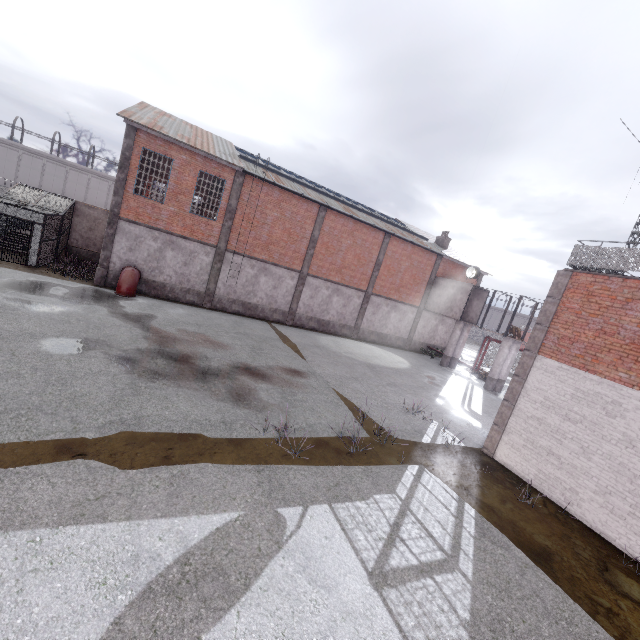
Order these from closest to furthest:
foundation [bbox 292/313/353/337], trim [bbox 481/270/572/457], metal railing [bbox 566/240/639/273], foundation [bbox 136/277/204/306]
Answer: metal railing [bbox 566/240/639/273] < trim [bbox 481/270/572/457] < foundation [bbox 136/277/204/306] < foundation [bbox 292/313/353/337]

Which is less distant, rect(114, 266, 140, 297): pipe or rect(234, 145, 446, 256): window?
rect(114, 266, 140, 297): pipe

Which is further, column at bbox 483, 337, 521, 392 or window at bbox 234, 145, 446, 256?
column at bbox 483, 337, 521, 392

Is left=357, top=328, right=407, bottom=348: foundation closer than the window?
No

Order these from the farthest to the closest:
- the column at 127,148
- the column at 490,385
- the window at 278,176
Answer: the column at 490,385 → the window at 278,176 → the column at 127,148

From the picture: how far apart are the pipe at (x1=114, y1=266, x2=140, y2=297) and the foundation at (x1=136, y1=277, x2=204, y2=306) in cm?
5

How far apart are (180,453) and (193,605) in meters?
3.2

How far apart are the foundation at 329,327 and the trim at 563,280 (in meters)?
14.82
